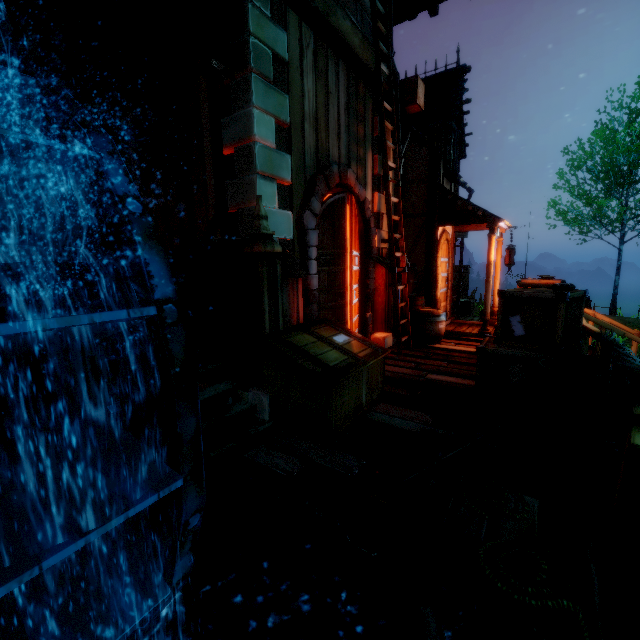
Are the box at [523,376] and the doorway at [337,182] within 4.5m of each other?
yes

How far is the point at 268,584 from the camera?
5.40m

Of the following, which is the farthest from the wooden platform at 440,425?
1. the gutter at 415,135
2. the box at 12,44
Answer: the box at 12,44

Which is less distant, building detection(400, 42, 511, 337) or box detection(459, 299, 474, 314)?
building detection(400, 42, 511, 337)

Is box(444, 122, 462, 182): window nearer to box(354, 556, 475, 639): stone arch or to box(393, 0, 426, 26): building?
box(393, 0, 426, 26): building

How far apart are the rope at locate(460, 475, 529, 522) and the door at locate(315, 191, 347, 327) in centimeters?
297cm

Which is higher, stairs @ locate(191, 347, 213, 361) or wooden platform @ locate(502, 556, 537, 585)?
stairs @ locate(191, 347, 213, 361)

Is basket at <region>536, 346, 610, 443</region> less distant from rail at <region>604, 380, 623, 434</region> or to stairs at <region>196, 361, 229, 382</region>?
rail at <region>604, 380, 623, 434</region>
